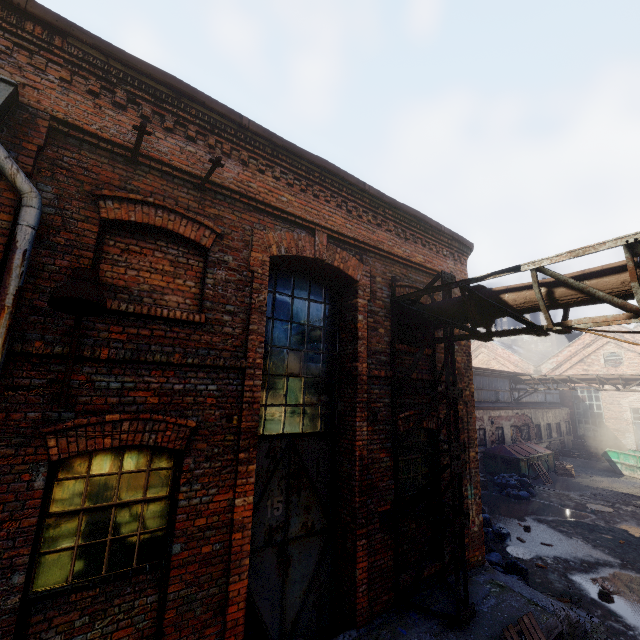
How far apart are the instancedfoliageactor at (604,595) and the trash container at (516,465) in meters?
10.2

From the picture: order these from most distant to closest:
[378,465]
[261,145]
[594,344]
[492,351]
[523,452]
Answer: [492,351]
[594,344]
[523,452]
[378,465]
[261,145]

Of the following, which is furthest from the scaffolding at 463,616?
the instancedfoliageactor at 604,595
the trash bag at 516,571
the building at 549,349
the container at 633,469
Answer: the building at 549,349

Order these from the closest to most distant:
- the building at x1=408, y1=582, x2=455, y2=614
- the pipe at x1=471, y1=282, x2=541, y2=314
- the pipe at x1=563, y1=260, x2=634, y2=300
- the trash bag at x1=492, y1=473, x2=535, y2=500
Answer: the pipe at x1=563, y1=260, x2=634, y2=300
the pipe at x1=471, y1=282, x2=541, y2=314
the building at x1=408, y1=582, x2=455, y2=614
the trash bag at x1=492, y1=473, x2=535, y2=500

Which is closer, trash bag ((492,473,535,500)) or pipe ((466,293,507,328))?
pipe ((466,293,507,328))

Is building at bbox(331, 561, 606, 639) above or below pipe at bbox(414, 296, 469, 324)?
below

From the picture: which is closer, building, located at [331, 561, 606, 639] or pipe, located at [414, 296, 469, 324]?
building, located at [331, 561, 606, 639]
